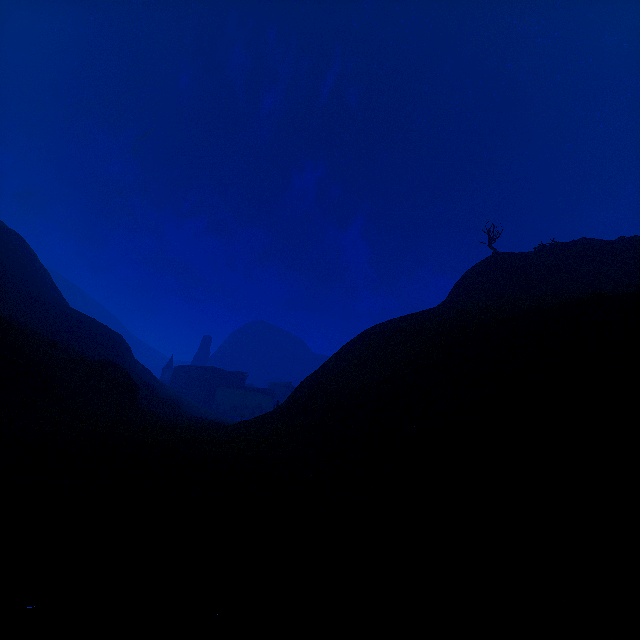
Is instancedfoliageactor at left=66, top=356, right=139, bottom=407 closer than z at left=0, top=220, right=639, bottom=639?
No

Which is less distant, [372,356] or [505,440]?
[505,440]

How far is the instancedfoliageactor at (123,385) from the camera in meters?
20.2 m

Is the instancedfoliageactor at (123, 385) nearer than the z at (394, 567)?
No

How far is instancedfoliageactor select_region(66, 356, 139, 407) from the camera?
20.25m
